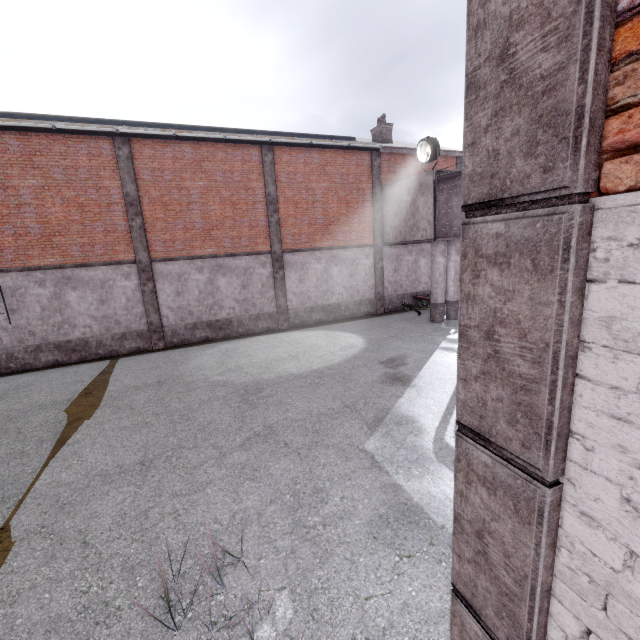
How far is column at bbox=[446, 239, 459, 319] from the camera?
15.6m

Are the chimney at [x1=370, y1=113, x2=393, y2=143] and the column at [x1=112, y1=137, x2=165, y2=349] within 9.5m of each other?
no

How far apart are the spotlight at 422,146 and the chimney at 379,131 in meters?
5.5 m

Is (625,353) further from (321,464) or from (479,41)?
(321,464)

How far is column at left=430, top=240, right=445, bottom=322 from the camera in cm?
1527

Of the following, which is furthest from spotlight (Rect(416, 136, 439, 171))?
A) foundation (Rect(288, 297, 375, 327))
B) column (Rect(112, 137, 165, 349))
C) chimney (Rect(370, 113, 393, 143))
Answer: column (Rect(112, 137, 165, 349))

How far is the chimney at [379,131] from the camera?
19.3 meters

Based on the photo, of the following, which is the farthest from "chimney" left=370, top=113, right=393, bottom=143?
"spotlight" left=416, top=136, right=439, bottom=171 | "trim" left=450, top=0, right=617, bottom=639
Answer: "trim" left=450, top=0, right=617, bottom=639
